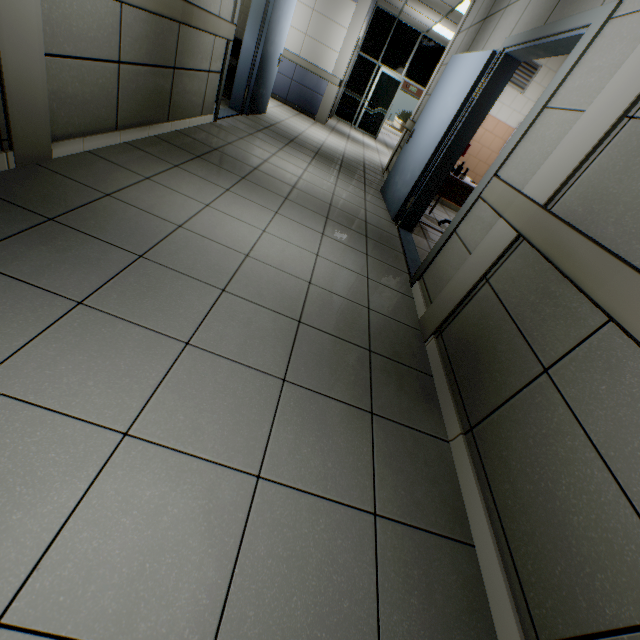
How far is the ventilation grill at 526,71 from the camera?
5.9m

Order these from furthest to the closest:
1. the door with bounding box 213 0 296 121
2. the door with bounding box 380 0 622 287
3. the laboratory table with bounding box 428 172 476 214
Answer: the door with bounding box 213 0 296 121
the laboratory table with bounding box 428 172 476 214
the door with bounding box 380 0 622 287

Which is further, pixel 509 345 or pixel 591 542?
pixel 509 345

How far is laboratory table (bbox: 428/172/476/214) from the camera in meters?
4.3

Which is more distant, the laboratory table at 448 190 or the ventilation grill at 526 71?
the ventilation grill at 526 71

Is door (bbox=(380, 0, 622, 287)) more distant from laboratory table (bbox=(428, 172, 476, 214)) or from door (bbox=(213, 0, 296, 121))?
door (bbox=(213, 0, 296, 121))

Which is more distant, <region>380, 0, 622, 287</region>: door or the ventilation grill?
the ventilation grill

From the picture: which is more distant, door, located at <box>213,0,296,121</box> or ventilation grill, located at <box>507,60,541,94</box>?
ventilation grill, located at <box>507,60,541,94</box>
